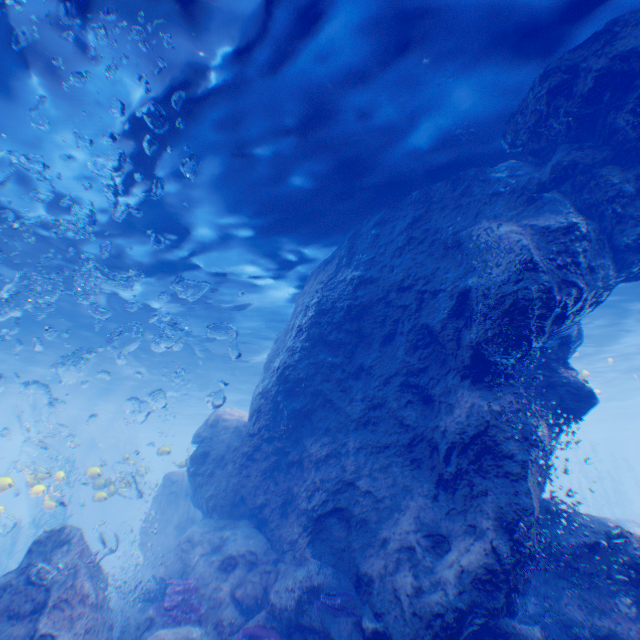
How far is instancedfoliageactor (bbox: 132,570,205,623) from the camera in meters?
7.3 m

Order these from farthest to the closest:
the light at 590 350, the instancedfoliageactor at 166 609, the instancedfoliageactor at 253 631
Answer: the light at 590 350, the instancedfoliageactor at 166 609, the instancedfoliageactor at 253 631

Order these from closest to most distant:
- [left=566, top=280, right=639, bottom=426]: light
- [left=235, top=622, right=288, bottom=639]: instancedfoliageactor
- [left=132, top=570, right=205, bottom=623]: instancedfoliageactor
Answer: [left=235, top=622, right=288, bottom=639]: instancedfoliageactor, [left=132, top=570, right=205, bottom=623]: instancedfoliageactor, [left=566, top=280, right=639, bottom=426]: light

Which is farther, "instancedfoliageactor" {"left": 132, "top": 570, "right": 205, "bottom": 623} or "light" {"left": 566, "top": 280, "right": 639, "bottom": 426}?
"light" {"left": 566, "top": 280, "right": 639, "bottom": 426}

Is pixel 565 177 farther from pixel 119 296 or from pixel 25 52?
pixel 119 296

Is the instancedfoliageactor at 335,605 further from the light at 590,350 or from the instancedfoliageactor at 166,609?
the instancedfoliageactor at 166,609

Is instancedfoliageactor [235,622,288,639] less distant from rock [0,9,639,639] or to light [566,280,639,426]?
rock [0,9,639,639]

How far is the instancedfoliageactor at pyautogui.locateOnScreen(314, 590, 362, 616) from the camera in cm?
628
